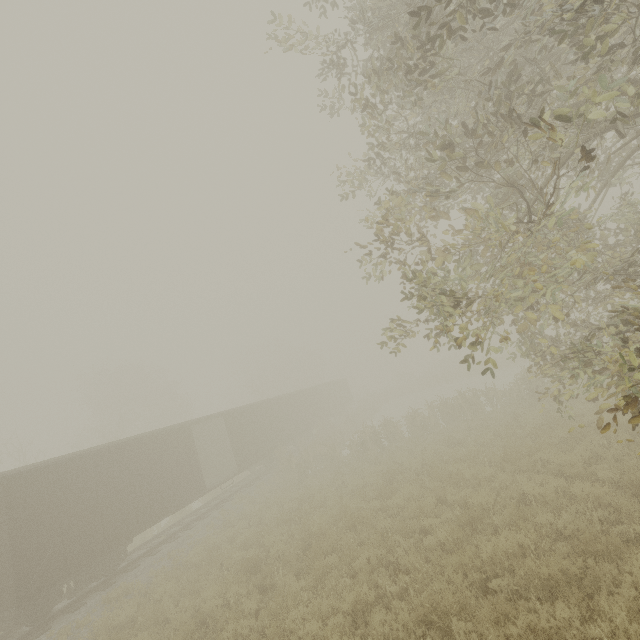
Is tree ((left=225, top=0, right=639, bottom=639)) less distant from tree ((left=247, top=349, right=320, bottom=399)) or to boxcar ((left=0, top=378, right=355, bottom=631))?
boxcar ((left=0, top=378, right=355, bottom=631))

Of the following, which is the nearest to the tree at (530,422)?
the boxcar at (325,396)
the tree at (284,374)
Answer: the boxcar at (325,396)

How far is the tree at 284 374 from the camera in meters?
44.9 m

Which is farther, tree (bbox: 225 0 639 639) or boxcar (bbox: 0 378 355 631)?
boxcar (bbox: 0 378 355 631)

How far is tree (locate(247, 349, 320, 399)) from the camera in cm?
4494

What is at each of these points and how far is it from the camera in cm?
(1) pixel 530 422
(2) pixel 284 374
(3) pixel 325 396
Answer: (1) tree, 1310
(2) tree, 5400
(3) boxcar, 3575
